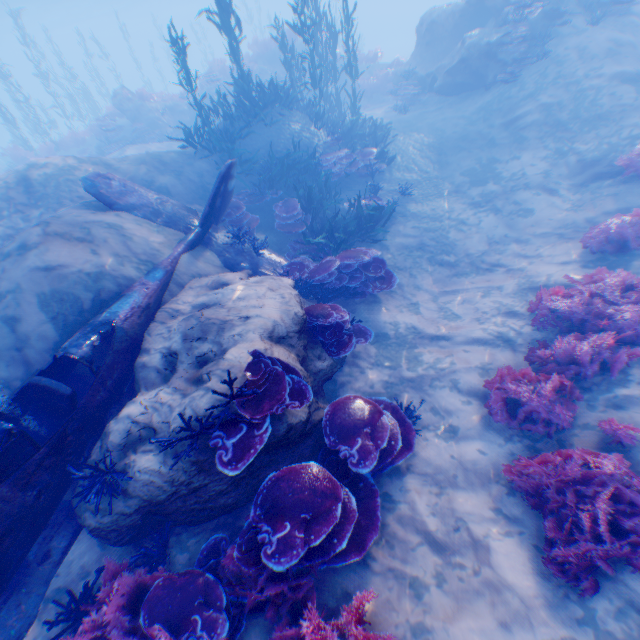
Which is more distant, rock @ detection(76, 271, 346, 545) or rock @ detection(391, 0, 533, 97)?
rock @ detection(391, 0, 533, 97)

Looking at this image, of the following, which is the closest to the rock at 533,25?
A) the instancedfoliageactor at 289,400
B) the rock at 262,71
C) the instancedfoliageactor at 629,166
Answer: the instancedfoliageactor at 289,400

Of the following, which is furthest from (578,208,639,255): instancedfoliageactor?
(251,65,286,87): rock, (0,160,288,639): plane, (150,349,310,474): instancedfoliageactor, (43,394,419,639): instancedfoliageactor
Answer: (251,65,286,87): rock

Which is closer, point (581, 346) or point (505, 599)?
point (505, 599)

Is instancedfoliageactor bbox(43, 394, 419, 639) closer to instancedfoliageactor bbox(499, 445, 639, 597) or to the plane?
the plane

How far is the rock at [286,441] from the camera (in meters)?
4.09

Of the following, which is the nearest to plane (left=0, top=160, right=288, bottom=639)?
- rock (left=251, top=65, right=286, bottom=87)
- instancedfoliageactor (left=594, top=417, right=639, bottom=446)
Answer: instancedfoliageactor (left=594, top=417, right=639, bottom=446)

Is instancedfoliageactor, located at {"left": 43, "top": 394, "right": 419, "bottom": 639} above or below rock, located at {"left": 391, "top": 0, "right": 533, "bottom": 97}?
below
